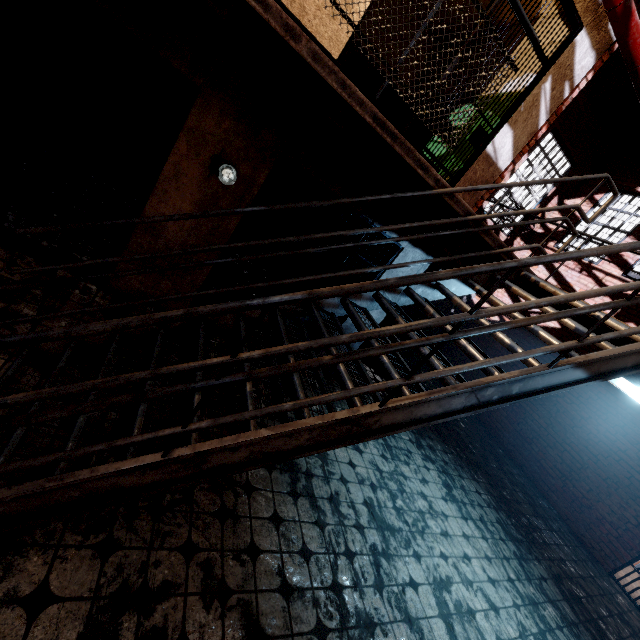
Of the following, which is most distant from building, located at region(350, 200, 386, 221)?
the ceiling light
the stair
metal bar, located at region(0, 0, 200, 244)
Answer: the ceiling light

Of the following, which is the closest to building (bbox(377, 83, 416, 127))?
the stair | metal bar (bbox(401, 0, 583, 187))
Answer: metal bar (bbox(401, 0, 583, 187))

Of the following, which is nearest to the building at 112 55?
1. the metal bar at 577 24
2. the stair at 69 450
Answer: the metal bar at 577 24

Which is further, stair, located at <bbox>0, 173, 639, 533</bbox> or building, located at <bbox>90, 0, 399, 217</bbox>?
building, located at <bbox>90, 0, 399, 217</bbox>

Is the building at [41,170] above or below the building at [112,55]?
below

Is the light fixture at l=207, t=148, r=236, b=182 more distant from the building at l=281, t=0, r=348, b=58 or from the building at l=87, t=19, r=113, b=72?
the building at l=281, t=0, r=348, b=58

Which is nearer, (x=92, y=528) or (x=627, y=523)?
(x=92, y=528)

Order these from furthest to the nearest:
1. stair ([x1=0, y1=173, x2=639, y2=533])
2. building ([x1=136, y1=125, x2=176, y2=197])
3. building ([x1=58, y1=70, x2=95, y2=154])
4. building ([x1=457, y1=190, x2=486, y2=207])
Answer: building ([x1=136, y1=125, x2=176, y2=197]) → building ([x1=58, y1=70, x2=95, y2=154]) → building ([x1=457, y1=190, x2=486, y2=207]) → stair ([x1=0, y1=173, x2=639, y2=533])
